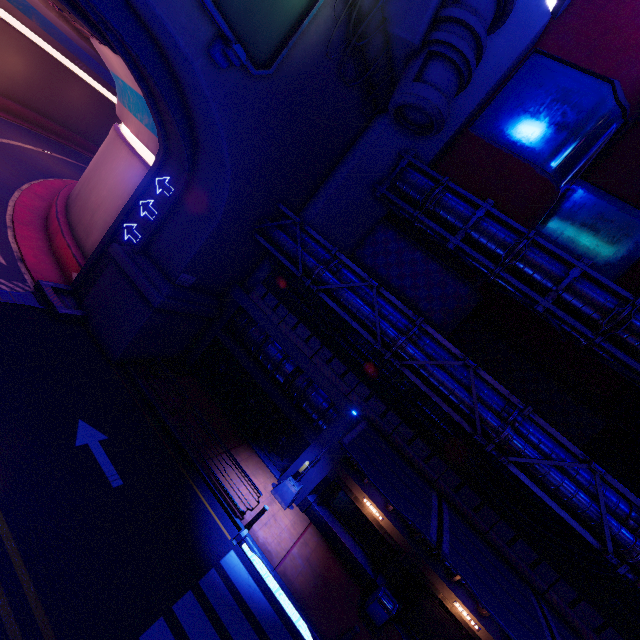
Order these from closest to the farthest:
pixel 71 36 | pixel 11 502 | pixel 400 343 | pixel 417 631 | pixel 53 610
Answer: pixel 53 610
pixel 11 502
pixel 400 343
pixel 417 631
pixel 71 36

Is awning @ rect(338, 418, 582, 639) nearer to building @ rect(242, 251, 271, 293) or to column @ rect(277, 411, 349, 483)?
column @ rect(277, 411, 349, 483)

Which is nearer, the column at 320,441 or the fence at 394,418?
the fence at 394,418

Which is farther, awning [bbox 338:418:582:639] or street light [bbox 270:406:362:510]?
street light [bbox 270:406:362:510]

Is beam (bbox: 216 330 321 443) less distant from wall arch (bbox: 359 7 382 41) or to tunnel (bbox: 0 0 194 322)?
wall arch (bbox: 359 7 382 41)

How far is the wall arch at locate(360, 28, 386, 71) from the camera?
13.27m

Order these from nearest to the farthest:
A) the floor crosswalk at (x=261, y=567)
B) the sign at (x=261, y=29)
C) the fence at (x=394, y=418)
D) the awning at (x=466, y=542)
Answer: the sign at (x=261, y=29) → the awning at (x=466, y=542) → the floor crosswalk at (x=261, y=567) → the fence at (x=394, y=418)

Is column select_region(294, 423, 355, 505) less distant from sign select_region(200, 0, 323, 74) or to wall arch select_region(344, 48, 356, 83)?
wall arch select_region(344, 48, 356, 83)
